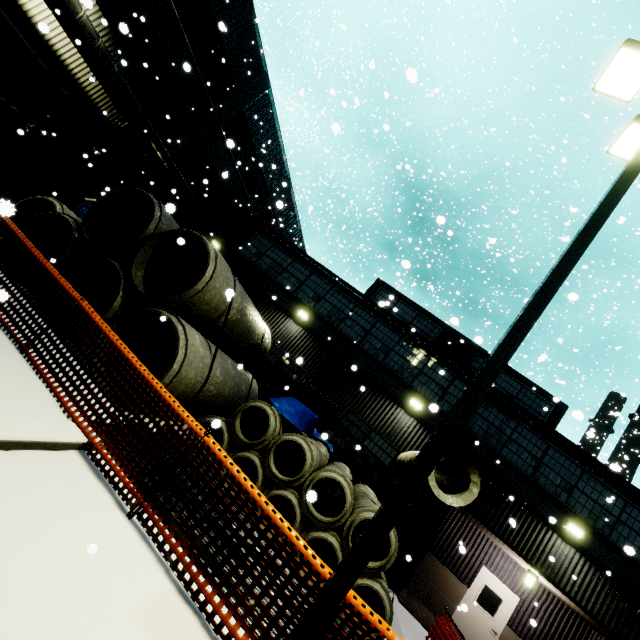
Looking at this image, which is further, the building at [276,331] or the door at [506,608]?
the building at [276,331]

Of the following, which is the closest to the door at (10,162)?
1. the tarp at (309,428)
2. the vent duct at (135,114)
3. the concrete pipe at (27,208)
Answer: the vent duct at (135,114)

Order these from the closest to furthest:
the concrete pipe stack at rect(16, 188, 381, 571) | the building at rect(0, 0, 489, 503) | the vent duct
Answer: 1. the concrete pipe stack at rect(16, 188, 381, 571)
2. the vent duct
3. the building at rect(0, 0, 489, 503)

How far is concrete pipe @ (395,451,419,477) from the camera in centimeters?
923cm

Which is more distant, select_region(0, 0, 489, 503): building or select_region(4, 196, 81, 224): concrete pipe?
select_region(0, 0, 489, 503): building

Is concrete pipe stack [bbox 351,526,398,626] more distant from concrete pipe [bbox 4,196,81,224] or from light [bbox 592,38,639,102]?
light [bbox 592,38,639,102]

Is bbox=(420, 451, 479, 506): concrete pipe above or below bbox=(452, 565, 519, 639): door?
above

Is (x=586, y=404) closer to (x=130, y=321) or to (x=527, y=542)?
(x=527, y=542)
